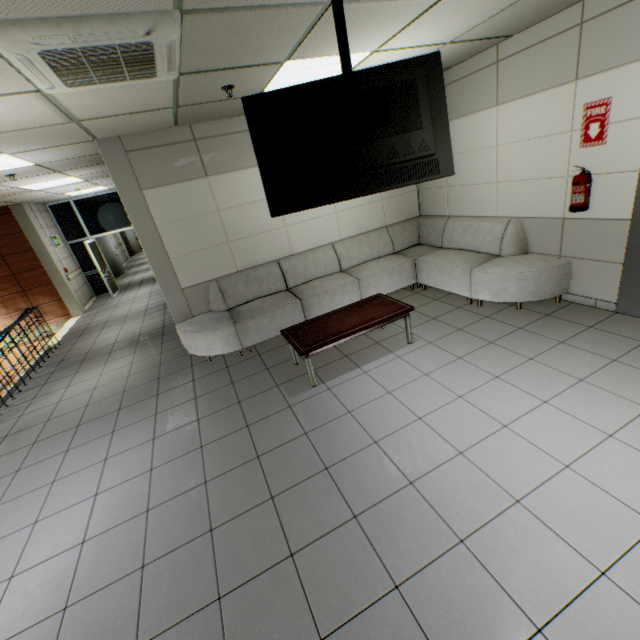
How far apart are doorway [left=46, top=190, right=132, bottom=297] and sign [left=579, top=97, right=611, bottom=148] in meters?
12.0 m

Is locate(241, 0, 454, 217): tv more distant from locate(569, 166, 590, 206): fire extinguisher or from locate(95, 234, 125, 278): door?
locate(95, 234, 125, 278): door

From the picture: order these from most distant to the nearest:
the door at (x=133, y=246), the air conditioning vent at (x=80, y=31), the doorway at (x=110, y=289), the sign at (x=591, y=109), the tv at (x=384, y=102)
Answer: the door at (x=133, y=246) < the doorway at (x=110, y=289) < the sign at (x=591, y=109) < the tv at (x=384, y=102) < the air conditioning vent at (x=80, y=31)

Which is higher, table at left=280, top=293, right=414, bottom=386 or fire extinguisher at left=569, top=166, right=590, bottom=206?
fire extinguisher at left=569, top=166, right=590, bottom=206

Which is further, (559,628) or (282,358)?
(282,358)

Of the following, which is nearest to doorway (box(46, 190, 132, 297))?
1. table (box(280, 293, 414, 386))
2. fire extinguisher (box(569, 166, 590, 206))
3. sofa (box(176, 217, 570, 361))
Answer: sofa (box(176, 217, 570, 361))

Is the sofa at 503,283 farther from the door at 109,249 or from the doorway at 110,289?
the door at 109,249

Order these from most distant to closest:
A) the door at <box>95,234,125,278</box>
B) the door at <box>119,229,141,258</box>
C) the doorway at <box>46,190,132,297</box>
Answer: the door at <box>119,229,141,258</box> < the door at <box>95,234,125,278</box> < the doorway at <box>46,190,132,297</box>
